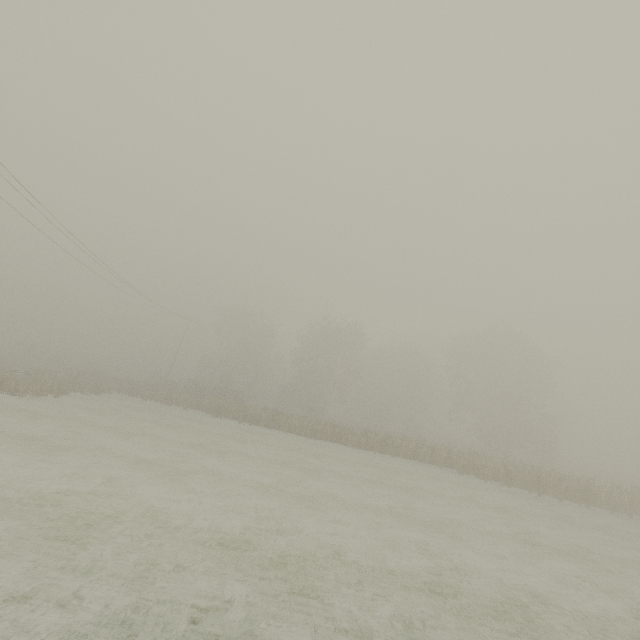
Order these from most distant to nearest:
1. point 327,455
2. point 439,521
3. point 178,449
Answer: point 327,455 → point 178,449 → point 439,521
